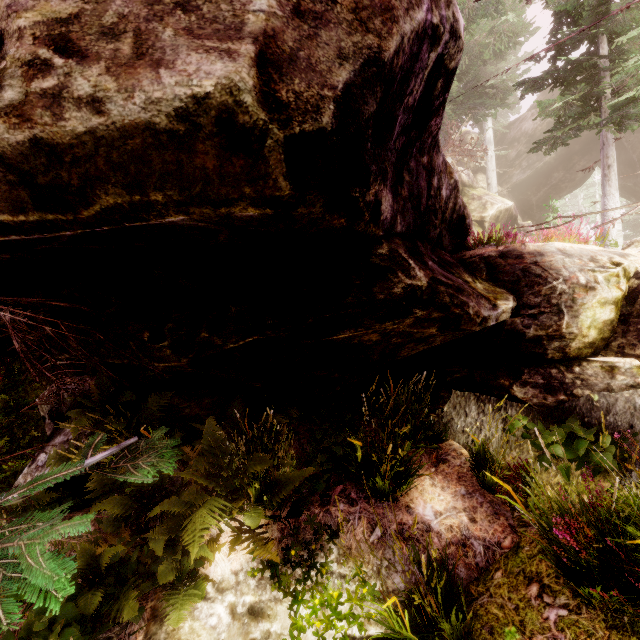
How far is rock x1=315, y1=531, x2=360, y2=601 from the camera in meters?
3.6

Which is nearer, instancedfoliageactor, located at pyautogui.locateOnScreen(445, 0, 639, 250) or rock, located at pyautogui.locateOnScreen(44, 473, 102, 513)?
rock, located at pyautogui.locateOnScreen(44, 473, 102, 513)

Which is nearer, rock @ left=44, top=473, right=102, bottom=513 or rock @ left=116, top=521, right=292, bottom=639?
rock @ left=116, top=521, right=292, bottom=639

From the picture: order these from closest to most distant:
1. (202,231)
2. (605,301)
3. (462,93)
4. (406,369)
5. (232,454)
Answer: (202,231) → (232,454) → (605,301) → (406,369) → (462,93)

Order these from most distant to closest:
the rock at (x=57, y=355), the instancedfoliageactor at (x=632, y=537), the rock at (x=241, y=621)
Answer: the rock at (x=57, y=355) < the rock at (x=241, y=621) < the instancedfoliageactor at (x=632, y=537)

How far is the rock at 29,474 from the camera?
4.5m
